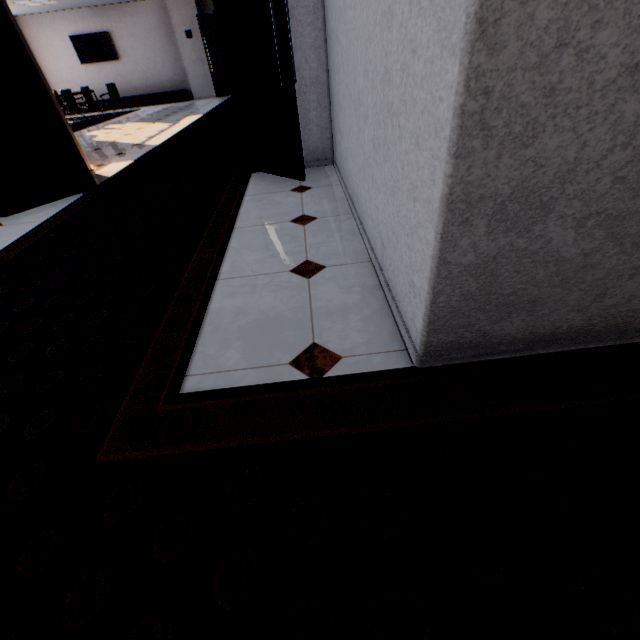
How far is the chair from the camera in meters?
9.1

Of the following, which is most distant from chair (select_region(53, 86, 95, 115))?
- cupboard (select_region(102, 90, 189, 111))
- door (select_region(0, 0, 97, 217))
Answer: door (select_region(0, 0, 97, 217))

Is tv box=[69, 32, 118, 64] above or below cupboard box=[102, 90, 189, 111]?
above

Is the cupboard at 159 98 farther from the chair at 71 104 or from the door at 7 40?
the door at 7 40

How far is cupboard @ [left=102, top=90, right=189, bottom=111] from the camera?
12.69m

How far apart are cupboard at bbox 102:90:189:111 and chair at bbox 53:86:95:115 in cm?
308

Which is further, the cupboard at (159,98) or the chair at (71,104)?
the cupboard at (159,98)

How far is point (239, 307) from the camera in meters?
1.7 m
